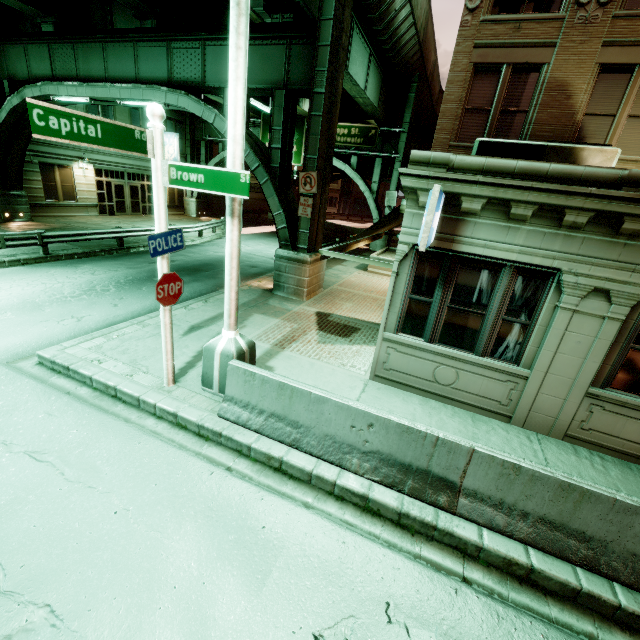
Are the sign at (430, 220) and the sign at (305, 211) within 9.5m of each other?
yes

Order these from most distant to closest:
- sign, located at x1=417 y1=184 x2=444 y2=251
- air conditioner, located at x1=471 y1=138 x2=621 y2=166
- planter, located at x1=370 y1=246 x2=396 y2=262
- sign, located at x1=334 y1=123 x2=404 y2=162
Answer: sign, located at x1=334 y1=123 x2=404 y2=162
planter, located at x1=370 y1=246 x2=396 y2=262
air conditioner, located at x1=471 y1=138 x2=621 y2=166
sign, located at x1=417 y1=184 x2=444 y2=251

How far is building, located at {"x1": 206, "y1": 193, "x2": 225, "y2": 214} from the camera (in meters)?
35.56

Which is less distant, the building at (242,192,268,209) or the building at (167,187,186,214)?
the building at (167,187,186,214)

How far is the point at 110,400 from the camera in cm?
611

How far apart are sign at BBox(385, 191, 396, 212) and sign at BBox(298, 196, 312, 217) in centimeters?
1593cm

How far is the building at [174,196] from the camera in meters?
30.5

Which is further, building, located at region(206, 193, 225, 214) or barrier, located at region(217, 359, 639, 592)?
building, located at region(206, 193, 225, 214)
